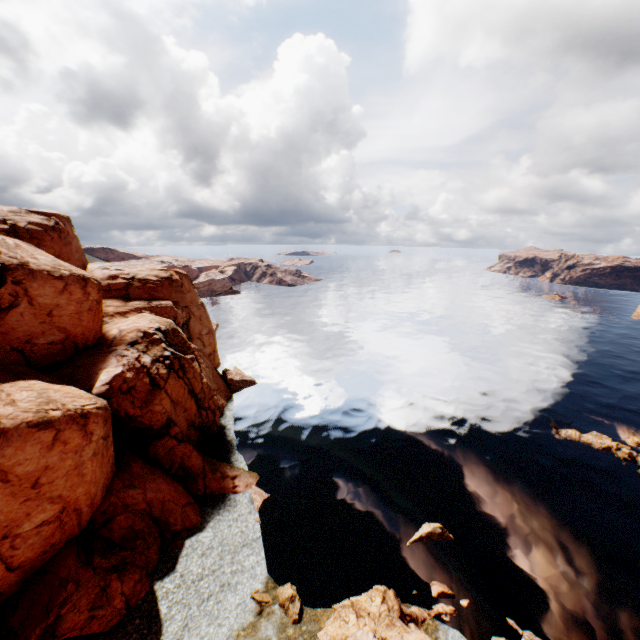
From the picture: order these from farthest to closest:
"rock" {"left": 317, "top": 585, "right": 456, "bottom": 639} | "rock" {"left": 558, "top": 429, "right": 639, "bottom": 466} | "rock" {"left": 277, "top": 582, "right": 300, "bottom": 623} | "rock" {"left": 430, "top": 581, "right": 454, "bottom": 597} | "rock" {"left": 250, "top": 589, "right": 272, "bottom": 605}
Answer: "rock" {"left": 558, "top": 429, "right": 639, "bottom": 466} → "rock" {"left": 430, "top": 581, "right": 454, "bottom": 597} → "rock" {"left": 250, "top": 589, "right": 272, "bottom": 605} → "rock" {"left": 277, "top": 582, "right": 300, "bottom": 623} → "rock" {"left": 317, "top": 585, "right": 456, "bottom": 639}

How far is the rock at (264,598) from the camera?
23.33m

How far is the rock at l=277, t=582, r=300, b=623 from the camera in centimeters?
2252cm

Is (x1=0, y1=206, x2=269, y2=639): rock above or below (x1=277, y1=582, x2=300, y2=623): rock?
above

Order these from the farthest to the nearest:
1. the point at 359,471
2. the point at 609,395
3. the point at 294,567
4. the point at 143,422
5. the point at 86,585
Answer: the point at 609,395
the point at 359,471
the point at 143,422
the point at 294,567
the point at 86,585

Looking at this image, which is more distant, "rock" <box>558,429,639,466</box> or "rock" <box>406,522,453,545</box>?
"rock" <box>558,429,639,466</box>

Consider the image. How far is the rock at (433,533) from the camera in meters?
28.5 m
